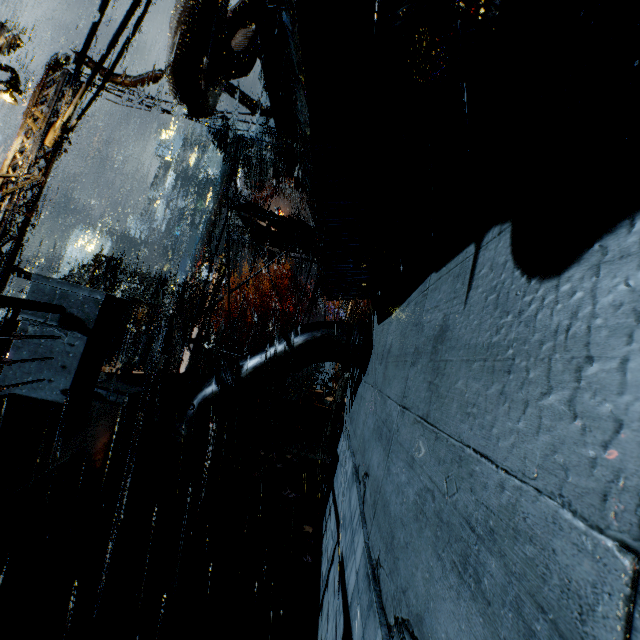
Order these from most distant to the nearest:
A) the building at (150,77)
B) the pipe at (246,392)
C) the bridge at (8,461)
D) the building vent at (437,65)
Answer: the building at (150,77) → the pipe at (246,392) → the bridge at (8,461) → the building vent at (437,65)

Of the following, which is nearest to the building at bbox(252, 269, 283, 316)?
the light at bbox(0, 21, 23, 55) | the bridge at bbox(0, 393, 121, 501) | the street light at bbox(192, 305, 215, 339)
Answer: the bridge at bbox(0, 393, 121, 501)

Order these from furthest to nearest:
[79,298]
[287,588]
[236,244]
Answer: [236,244]
[287,588]
[79,298]

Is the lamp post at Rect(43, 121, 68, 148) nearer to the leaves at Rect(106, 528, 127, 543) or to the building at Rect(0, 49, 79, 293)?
the building at Rect(0, 49, 79, 293)

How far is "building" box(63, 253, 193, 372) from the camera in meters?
14.1 m

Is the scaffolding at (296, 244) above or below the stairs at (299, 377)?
above

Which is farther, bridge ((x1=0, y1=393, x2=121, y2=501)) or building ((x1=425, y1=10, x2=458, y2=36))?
bridge ((x1=0, y1=393, x2=121, y2=501))

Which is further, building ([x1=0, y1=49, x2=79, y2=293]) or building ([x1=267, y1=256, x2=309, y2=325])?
building ([x1=267, y1=256, x2=309, y2=325])
